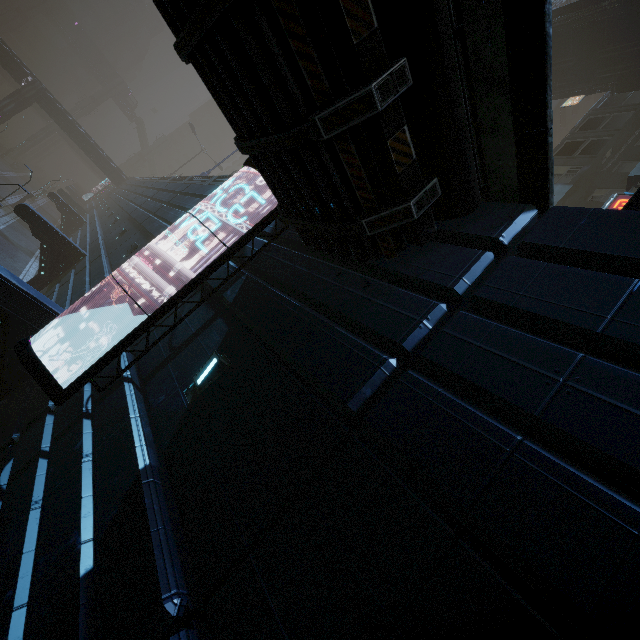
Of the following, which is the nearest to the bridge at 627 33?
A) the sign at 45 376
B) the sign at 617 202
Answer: the sign at 617 202

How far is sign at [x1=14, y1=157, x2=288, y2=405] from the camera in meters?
6.3 m

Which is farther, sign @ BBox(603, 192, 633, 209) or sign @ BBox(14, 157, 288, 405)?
sign @ BBox(603, 192, 633, 209)

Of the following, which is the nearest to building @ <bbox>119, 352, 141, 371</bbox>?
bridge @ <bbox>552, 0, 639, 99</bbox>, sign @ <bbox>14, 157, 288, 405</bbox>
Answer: sign @ <bbox>14, 157, 288, 405</bbox>

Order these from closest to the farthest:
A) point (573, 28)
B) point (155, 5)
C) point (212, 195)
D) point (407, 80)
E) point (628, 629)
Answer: point (628, 629) → point (407, 80) → point (155, 5) → point (212, 195) → point (573, 28)

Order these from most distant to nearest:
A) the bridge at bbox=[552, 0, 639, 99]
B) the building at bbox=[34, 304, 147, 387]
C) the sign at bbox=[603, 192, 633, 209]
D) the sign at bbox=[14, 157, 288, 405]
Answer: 1. the bridge at bbox=[552, 0, 639, 99]
2. the sign at bbox=[603, 192, 633, 209]
3. the building at bbox=[34, 304, 147, 387]
4. the sign at bbox=[14, 157, 288, 405]

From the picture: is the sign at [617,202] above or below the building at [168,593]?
above
